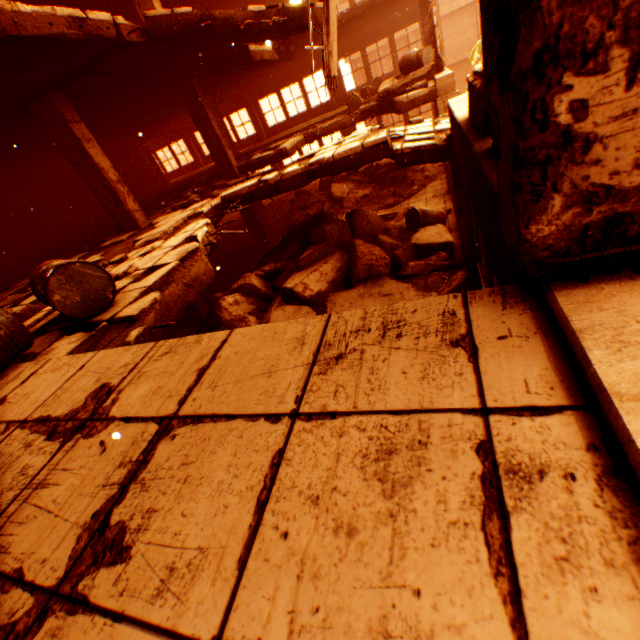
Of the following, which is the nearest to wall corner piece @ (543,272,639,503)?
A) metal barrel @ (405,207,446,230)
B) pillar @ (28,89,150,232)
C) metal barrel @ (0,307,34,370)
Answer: metal barrel @ (0,307,34,370)

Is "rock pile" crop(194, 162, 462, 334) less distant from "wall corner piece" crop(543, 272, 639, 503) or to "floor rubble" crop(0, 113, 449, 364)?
"floor rubble" crop(0, 113, 449, 364)

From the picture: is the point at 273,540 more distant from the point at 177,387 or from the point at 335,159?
the point at 335,159

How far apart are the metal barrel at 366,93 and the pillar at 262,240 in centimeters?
684cm

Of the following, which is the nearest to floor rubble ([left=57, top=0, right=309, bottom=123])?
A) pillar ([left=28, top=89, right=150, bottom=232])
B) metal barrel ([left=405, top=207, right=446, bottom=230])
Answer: pillar ([left=28, top=89, right=150, bottom=232])

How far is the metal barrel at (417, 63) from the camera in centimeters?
897cm

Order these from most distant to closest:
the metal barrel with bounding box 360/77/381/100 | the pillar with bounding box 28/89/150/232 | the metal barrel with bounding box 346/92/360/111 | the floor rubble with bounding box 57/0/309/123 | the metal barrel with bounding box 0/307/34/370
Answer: the metal barrel with bounding box 360/77/381/100, the metal barrel with bounding box 346/92/360/111, the pillar with bounding box 28/89/150/232, the floor rubble with bounding box 57/0/309/123, the metal barrel with bounding box 0/307/34/370

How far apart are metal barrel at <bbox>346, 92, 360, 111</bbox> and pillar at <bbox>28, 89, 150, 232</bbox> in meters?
8.8 m
